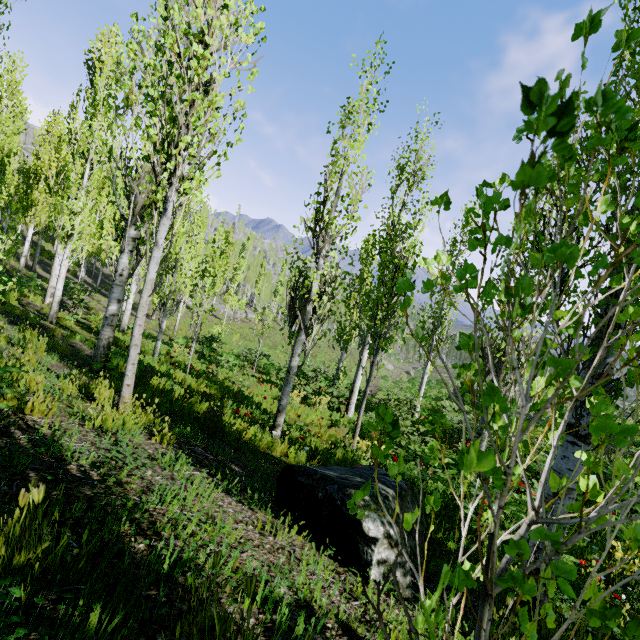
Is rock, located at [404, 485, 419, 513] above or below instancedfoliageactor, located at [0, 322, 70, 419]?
below

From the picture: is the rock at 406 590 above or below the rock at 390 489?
below

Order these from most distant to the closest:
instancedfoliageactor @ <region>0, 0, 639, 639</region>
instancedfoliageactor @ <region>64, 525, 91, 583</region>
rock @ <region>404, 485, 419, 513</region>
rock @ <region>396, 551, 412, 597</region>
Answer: rock @ <region>404, 485, 419, 513</region> → rock @ <region>396, 551, 412, 597</region> → instancedfoliageactor @ <region>64, 525, 91, 583</region> → instancedfoliageactor @ <region>0, 0, 639, 639</region>

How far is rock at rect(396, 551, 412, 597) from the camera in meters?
2.7 m

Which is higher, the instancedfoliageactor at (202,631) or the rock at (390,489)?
the instancedfoliageactor at (202,631)

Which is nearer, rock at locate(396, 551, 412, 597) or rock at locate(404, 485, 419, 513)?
rock at locate(396, 551, 412, 597)

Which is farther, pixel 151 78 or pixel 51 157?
pixel 51 157
